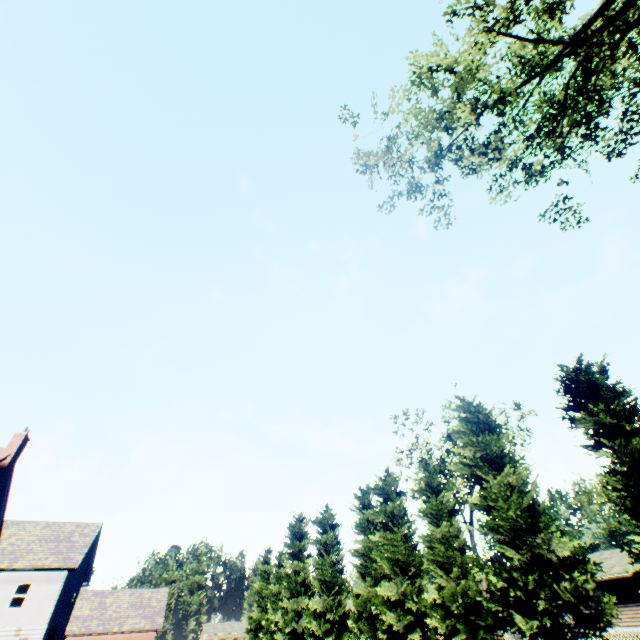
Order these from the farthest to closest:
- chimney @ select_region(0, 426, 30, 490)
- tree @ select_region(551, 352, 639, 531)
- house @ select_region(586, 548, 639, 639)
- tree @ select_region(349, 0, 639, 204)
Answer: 1. house @ select_region(586, 548, 639, 639)
2. chimney @ select_region(0, 426, 30, 490)
3. tree @ select_region(551, 352, 639, 531)
4. tree @ select_region(349, 0, 639, 204)

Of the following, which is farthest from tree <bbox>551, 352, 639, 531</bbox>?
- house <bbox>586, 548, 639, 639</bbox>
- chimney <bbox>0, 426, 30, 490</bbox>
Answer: chimney <bbox>0, 426, 30, 490</bbox>

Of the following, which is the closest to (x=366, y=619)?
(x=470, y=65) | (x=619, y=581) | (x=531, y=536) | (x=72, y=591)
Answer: (x=531, y=536)

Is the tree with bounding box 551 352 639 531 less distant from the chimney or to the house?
the house

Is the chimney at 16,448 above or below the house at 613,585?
above

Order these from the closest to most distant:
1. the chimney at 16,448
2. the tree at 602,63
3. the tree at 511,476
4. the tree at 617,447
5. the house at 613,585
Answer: the tree at 602,63 < the tree at 617,447 < the tree at 511,476 < the chimney at 16,448 < the house at 613,585
